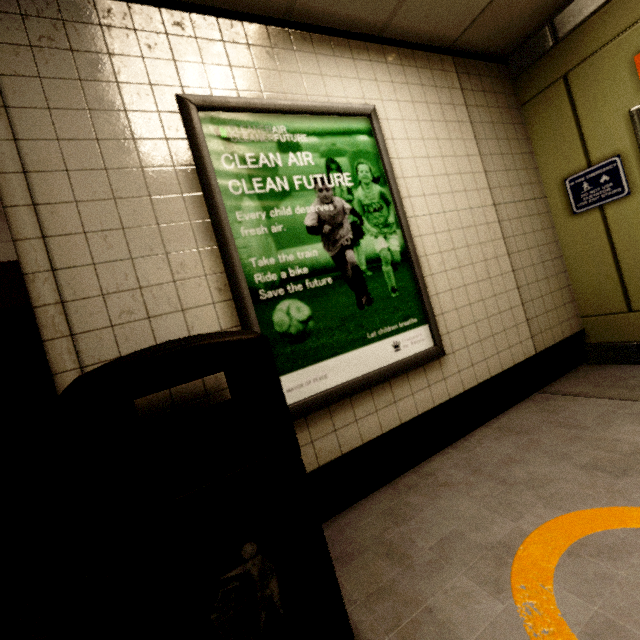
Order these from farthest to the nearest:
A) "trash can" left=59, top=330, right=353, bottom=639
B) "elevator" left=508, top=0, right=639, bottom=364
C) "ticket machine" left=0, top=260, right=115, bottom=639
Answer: "elevator" left=508, top=0, right=639, bottom=364 → "ticket machine" left=0, top=260, right=115, bottom=639 → "trash can" left=59, top=330, right=353, bottom=639

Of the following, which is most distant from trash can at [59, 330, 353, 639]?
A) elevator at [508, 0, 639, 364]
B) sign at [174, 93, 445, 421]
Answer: elevator at [508, 0, 639, 364]

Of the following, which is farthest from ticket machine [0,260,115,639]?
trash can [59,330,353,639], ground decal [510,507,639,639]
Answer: ground decal [510,507,639,639]

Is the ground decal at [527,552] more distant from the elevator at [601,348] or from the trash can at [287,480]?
the elevator at [601,348]

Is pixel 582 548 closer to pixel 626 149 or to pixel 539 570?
pixel 539 570

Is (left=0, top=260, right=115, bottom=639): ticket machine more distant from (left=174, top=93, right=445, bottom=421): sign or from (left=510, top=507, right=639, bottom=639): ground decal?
(left=510, top=507, right=639, bottom=639): ground decal

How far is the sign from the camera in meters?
1.7

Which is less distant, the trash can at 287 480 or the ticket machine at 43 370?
the trash can at 287 480
